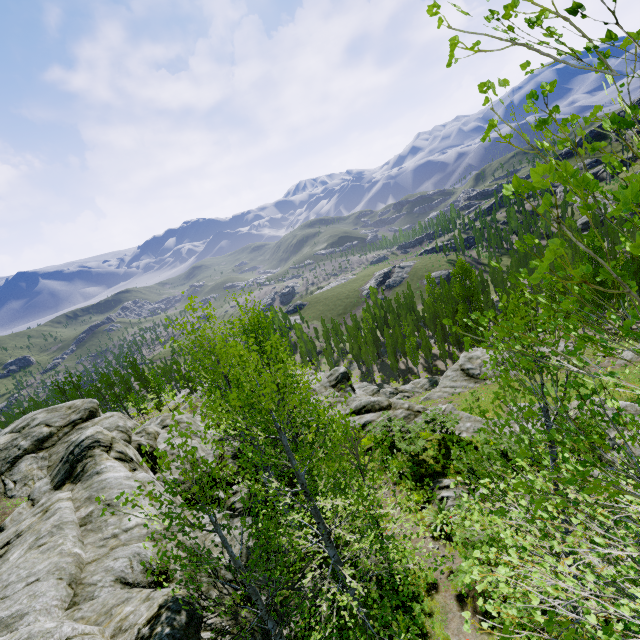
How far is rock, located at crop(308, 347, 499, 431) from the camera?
21.17m

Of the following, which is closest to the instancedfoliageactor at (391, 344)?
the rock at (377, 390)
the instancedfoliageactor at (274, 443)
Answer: the rock at (377, 390)

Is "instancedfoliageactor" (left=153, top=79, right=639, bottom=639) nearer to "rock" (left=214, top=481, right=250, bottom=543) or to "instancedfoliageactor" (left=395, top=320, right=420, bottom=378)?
"rock" (left=214, top=481, right=250, bottom=543)

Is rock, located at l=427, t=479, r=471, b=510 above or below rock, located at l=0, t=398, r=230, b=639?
below

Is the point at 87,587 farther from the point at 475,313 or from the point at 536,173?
the point at 536,173

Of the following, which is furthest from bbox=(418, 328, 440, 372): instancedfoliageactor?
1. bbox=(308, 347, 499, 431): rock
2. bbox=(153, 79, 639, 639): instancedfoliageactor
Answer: bbox=(153, 79, 639, 639): instancedfoliageactor
